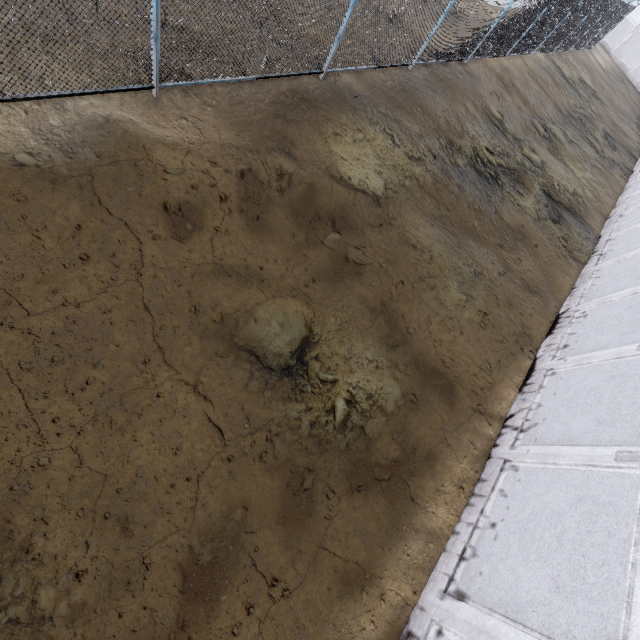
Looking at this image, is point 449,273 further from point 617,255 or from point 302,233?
point 617,255
